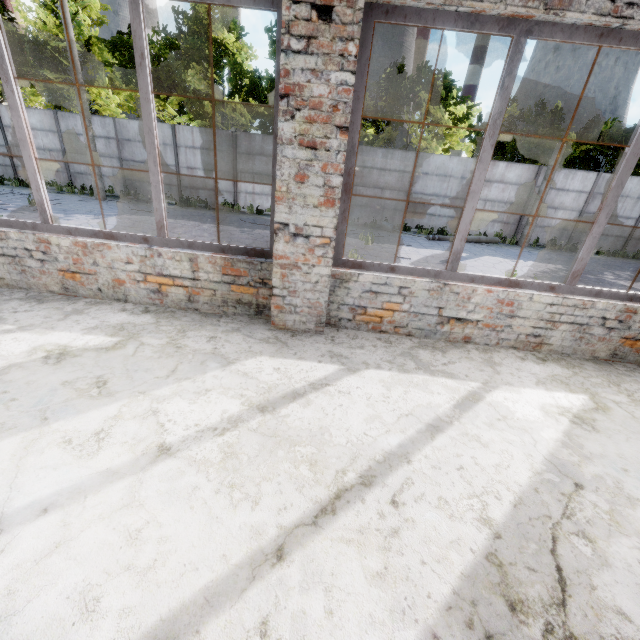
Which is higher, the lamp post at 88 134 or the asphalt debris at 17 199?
the lamp post at 88 134

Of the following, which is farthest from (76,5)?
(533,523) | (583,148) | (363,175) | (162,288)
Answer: (583,148)

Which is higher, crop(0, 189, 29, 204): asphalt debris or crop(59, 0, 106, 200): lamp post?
crop(59, 0, 106, 200): lamp post
